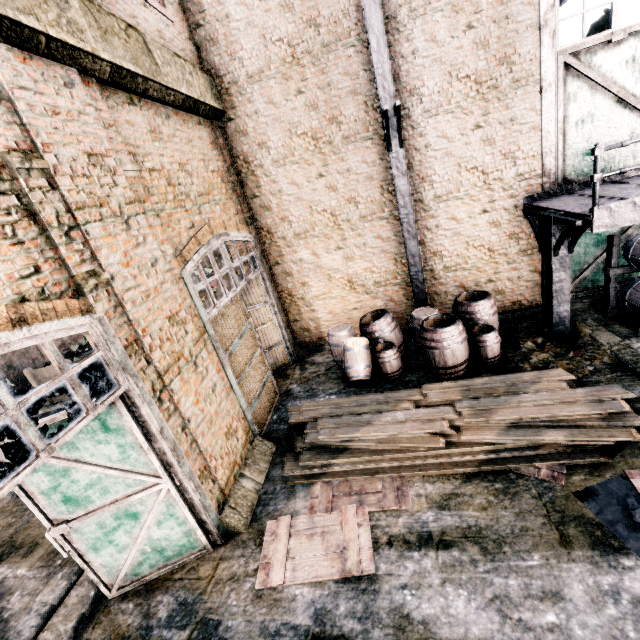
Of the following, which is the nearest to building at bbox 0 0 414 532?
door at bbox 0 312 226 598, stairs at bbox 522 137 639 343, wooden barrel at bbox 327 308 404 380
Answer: door at bbox 0 312 226 598

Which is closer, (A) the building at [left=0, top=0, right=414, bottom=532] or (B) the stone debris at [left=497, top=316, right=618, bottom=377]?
(A) the building at [left=0, top=0, right=414, bottom=532]

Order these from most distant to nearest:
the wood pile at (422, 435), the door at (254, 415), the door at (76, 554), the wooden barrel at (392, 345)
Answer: the wooden barrel at (392, 345), the door at (254, 415), the wood pile at (422, 435), the door at (76, 554)

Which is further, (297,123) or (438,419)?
(297,123)

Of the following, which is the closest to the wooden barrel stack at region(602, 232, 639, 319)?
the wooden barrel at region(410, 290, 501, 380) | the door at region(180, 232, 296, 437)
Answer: the wooden barrel at region(410, 290, 501, 380)

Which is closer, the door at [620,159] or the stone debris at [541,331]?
the stone debris at [541,331]

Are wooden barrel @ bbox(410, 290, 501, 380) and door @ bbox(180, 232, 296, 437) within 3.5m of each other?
no

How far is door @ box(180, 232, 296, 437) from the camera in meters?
7.2
